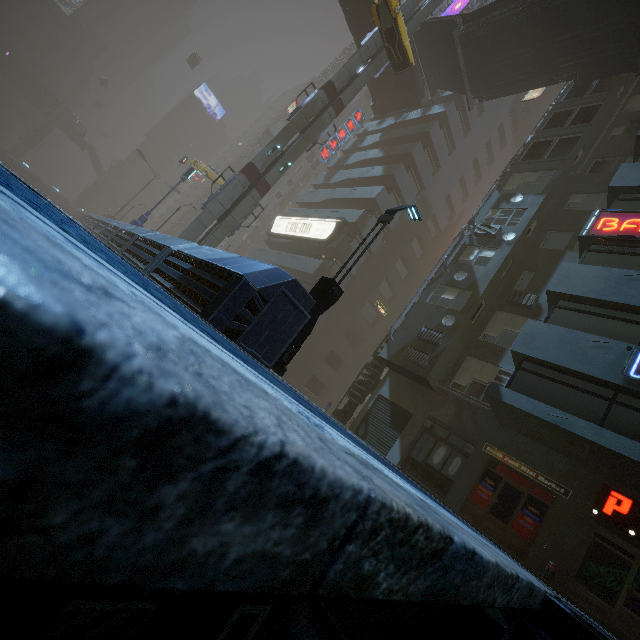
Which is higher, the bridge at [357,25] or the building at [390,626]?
the bridge at [357,25]

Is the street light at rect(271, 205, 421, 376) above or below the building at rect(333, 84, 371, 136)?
below

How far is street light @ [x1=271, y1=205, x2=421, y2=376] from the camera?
8.5 meters

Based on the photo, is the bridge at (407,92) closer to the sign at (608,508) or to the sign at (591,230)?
the sign at (591,230)

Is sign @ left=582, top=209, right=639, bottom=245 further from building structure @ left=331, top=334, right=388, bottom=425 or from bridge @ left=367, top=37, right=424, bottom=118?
bridge @ left=367, top=37, right=424, bottom=118

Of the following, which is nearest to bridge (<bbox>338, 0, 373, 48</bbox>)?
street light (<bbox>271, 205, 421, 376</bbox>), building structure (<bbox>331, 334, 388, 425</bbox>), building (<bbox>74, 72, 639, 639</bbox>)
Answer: building (<bbox>74, 72, 639, 639</bbox>)

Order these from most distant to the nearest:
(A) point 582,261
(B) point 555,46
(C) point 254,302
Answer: (B) point 555,46
(A) point 582,261
(C) point 254,302

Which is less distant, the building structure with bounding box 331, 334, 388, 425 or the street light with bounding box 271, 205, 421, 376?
the street light with bounding box 271, 205, 421, 376
